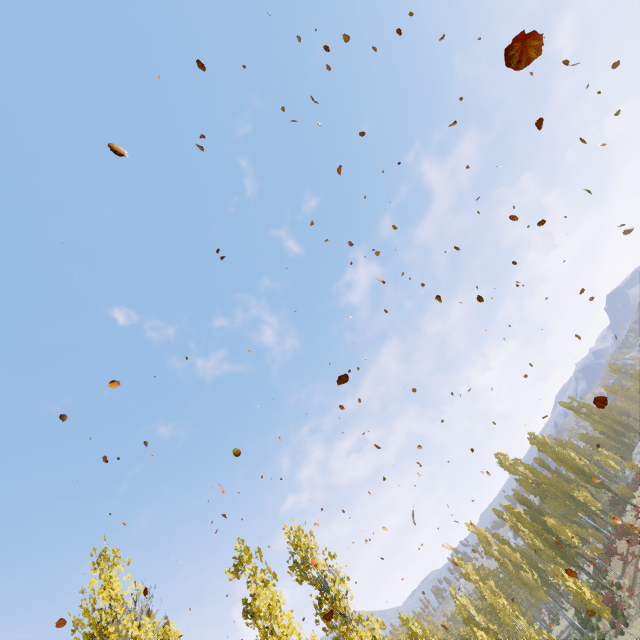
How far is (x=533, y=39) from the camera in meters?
2.6 m

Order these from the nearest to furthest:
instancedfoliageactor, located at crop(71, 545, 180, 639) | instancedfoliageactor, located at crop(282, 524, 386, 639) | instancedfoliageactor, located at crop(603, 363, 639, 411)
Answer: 1. instancedfoliageactor, located at crop(71, 545, 180, 639)
2. instancedfoliageactor, located at crop(282, 524, 386, 639)
3. instancedfoliageactor, located at crop(603, 363, 639, 411)

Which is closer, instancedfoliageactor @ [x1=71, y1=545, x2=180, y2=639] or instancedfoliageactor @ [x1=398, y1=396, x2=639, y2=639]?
instancedfoliageactor @ [x1=71, y1=545, x2=180, y2=639]

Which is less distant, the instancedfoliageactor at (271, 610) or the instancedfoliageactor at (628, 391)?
the instancedfoliageactor at (271, 610)

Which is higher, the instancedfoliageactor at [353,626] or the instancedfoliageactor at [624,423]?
the instancedfoliageactor at [353,626]
